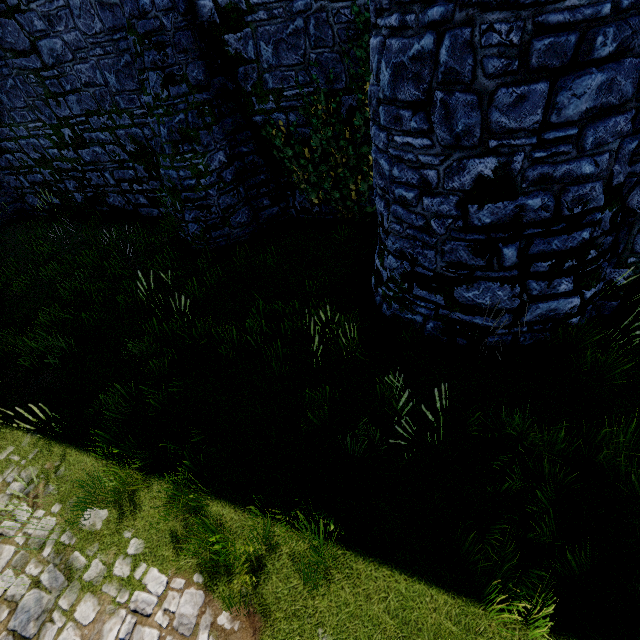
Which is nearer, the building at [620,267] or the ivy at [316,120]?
the building at [620,267]

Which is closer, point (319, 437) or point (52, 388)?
point (319, 437)

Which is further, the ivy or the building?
the ivy
